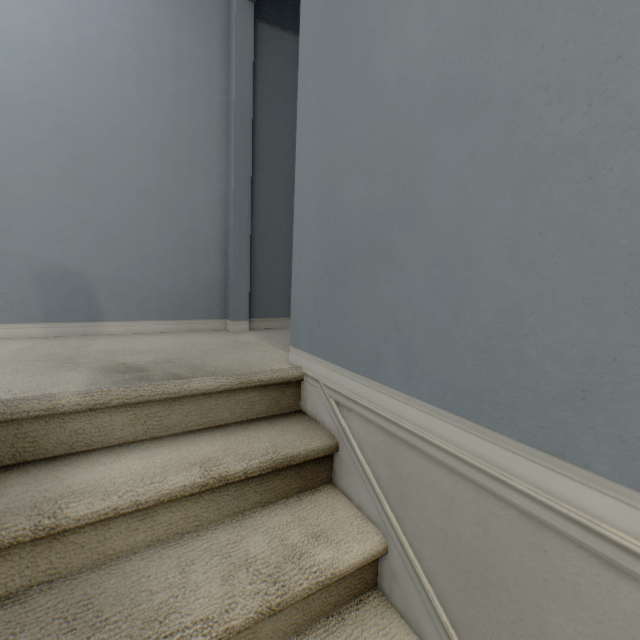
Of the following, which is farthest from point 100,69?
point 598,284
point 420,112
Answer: point 598,284
